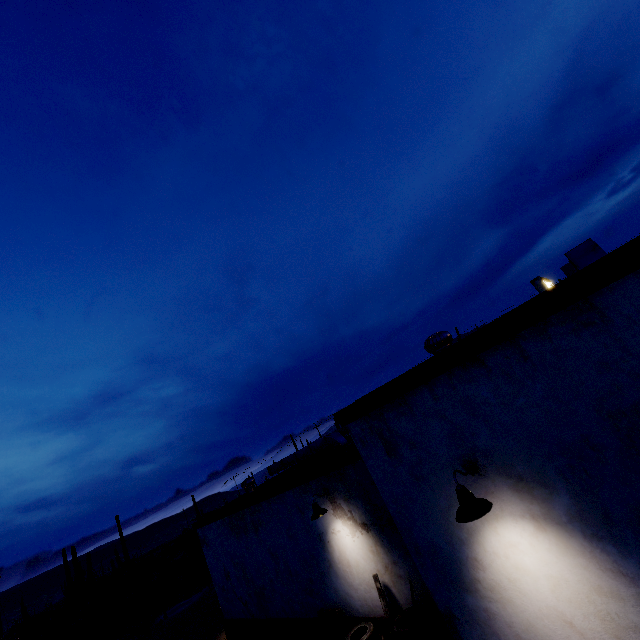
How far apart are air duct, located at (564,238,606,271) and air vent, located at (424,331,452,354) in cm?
237

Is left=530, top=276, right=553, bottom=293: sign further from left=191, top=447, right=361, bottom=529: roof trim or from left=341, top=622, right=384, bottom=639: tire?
left=341, top=622, right=384, bottom=639: tire

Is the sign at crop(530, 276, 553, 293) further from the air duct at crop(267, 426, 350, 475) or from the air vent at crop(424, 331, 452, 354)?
the air vent at crop(424, 331, 452, 354)

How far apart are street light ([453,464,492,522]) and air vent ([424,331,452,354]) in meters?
2.6

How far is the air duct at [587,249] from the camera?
5.07m

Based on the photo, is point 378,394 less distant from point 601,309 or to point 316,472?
point 601,309

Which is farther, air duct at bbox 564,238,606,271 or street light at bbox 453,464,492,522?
air duct at bbox 564,238,606,271

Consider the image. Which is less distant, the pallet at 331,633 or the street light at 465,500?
the street light at 465,500
